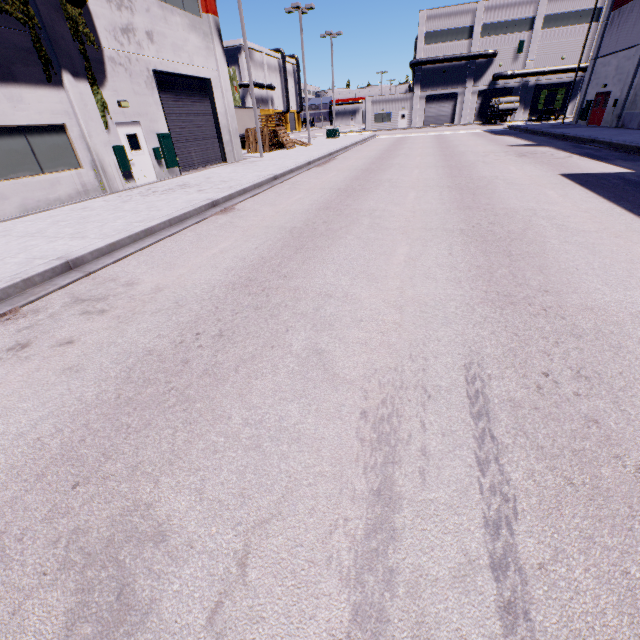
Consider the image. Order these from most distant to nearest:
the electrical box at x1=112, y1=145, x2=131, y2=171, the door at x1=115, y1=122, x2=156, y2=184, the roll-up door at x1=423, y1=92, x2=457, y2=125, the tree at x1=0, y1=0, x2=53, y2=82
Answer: the roll-up door at x1=423, y1=92, x2=457, y2=125, the door at x1=115, y1=122, x2=156, y2=184, the electrical box at x1=112, y1=145, x2=131, y2=171, the tree at x1=0, y1=0, x2=53, y2=82

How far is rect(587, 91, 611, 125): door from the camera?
26.2m

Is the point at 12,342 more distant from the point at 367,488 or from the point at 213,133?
the point at 213,133

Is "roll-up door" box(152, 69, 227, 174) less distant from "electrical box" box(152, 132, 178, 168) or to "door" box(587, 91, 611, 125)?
"electrical box" box(152, 132, 178, 168)

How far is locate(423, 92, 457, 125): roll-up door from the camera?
52.81m

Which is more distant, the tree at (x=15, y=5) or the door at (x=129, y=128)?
the door at (x=129, y=128)

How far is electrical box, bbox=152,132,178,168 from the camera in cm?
1557

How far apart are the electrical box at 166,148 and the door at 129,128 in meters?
0.8 m
